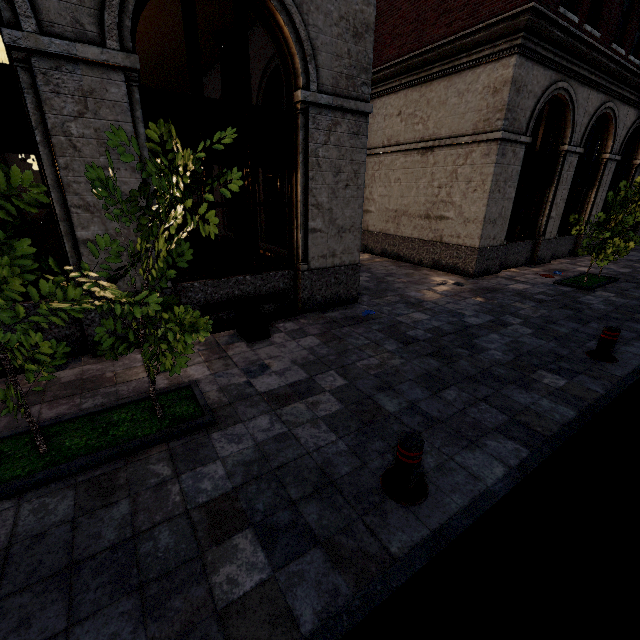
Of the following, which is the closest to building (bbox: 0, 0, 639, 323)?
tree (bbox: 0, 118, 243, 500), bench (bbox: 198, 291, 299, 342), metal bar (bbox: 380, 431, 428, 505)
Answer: bench (bbox: 198, 291, 299, 342)

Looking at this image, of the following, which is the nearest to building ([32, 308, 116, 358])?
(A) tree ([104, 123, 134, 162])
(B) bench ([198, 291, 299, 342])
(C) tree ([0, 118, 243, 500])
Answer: (B) bench ([198, 291, 299, 342])

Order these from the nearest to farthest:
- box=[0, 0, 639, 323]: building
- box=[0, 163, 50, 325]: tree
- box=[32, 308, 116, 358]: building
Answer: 1. box=[0, 163, 50, 325]: tree
2. box=[0, 0, 639, 323]: building
3. box=[32, 308, 116, 358]: building

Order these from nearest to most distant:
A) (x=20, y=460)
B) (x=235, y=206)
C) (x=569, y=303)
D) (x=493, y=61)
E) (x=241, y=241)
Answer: (x=20, y=460) < (x=235, y=206) < (x=569, y=303) < (x=493, y=61) < (x=241, y=241)

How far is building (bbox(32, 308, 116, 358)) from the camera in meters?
5.1 m

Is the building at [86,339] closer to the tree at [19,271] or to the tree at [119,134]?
the tree at [19,271]

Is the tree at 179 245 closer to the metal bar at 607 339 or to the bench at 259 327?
the bench at 259 327

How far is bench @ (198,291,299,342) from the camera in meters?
5.8
